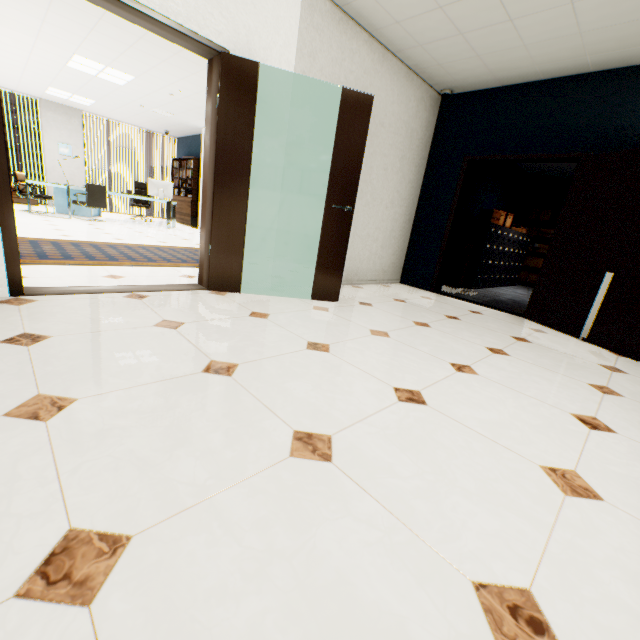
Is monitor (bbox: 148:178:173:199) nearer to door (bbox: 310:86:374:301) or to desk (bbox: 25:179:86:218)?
desk (bbox: 25:179:86:218)

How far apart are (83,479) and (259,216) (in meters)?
3.00

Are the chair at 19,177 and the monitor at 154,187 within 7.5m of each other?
yes

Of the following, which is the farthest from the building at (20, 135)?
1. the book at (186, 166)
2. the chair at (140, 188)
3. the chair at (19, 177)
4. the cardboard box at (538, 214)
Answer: the cardboard box at (538, 214)

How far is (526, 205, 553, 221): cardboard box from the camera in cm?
863

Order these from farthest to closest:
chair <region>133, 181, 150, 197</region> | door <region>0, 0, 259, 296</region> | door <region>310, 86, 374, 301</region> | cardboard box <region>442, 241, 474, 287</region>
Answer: chair <region>133, 181, 150, 197</region> < cardboard box <region>442, 241, 474, 287</region> < door <region>310, 86, 374, 301</region> < door <region>0, 0, 259, 296</region>

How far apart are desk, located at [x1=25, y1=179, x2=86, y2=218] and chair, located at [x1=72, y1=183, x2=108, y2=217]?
0.1 meters

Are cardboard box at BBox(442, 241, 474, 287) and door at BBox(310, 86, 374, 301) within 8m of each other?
yes
